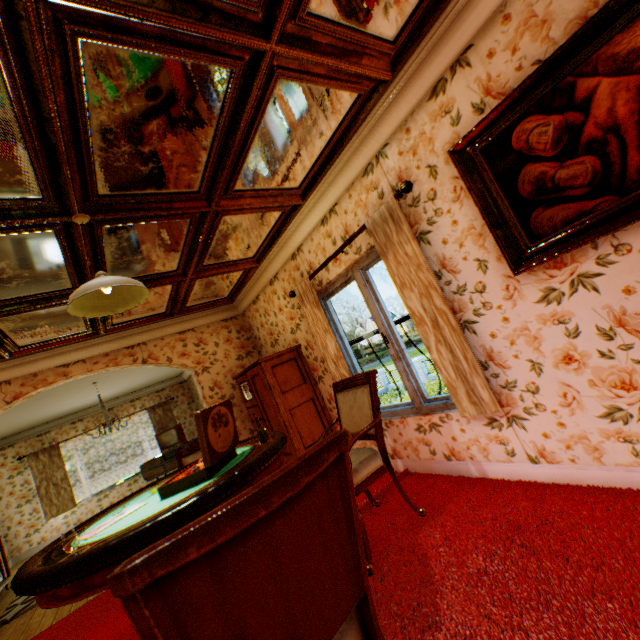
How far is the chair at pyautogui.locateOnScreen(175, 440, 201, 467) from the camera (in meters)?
3.57

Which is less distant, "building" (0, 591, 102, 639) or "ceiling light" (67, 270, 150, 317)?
"ceiling light" (67, 270, 150, 317)

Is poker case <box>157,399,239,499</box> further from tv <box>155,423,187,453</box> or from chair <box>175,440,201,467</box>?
tv <box>155,423,187,453</box>

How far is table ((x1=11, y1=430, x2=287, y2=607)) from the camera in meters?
1.4

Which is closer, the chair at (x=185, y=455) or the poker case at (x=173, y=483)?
the poker case at (x=173, y=483)

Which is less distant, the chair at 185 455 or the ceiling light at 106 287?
the ceiling light at 106 287

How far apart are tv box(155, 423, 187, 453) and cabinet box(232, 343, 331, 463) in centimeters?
594cm

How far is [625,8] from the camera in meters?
1.5
